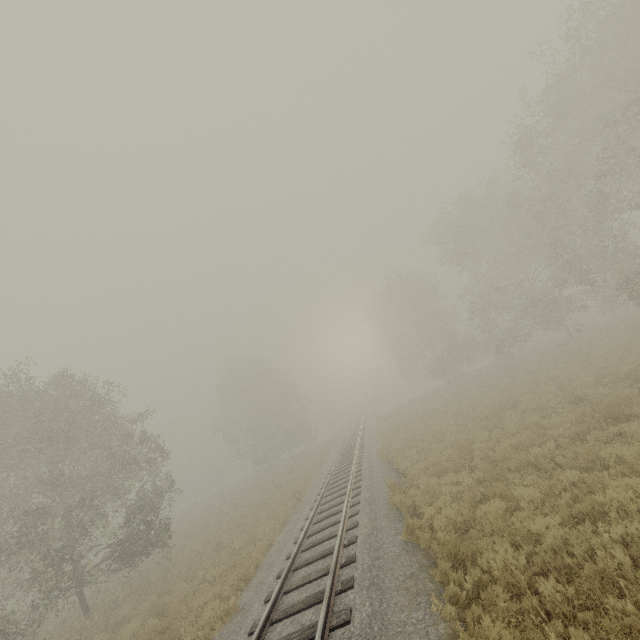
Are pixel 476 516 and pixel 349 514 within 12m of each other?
yes
